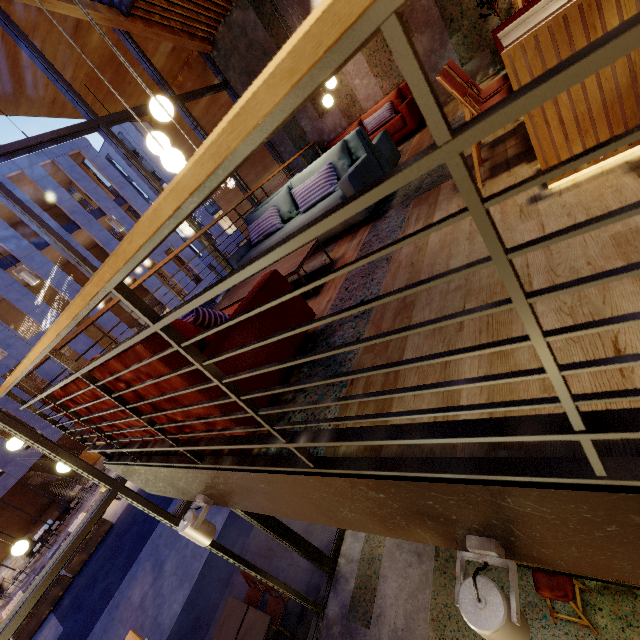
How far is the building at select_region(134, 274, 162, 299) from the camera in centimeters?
2238cm

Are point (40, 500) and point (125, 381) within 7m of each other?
no

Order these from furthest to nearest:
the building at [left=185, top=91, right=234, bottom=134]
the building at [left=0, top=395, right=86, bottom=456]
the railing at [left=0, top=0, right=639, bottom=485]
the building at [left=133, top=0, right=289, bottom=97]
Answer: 1. the building at [left=0, top=395, right=86, bottom=456]
2. the building at [left=185, top=91, right=234, bottom=134]
3. the building at [left=133, top=0, right=289, bottom=97]
4. the railing at [left=0, top=0, right=639, bottom=485]

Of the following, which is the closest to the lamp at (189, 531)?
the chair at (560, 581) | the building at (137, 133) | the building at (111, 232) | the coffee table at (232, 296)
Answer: the coffee table at (232, 296)

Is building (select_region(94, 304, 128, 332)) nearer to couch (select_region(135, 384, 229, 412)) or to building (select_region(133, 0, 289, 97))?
building (select_region(133, 0, 289, 97))

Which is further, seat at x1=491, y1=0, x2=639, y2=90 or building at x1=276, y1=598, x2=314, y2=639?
building at x1=276, y1=598, x2=314, y2=639

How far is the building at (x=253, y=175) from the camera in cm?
891
